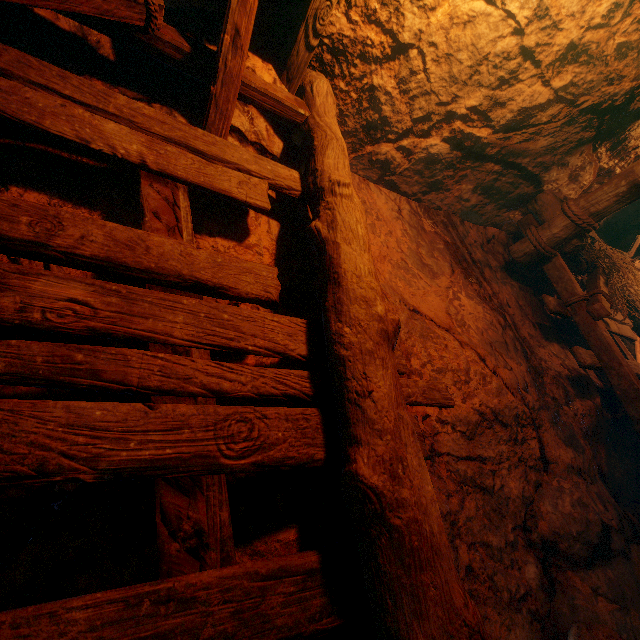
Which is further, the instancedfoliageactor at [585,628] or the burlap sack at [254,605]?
the instancedfoliageactor at [585,628]

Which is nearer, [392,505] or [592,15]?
[392,505]

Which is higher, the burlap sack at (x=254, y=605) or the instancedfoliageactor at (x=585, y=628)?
the burlap sack at (x=254, y=605)

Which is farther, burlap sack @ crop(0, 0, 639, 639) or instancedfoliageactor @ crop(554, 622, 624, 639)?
instancedfoliageactor @ crop(554, 622, 624, 639)

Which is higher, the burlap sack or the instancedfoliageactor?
the burlap sack
